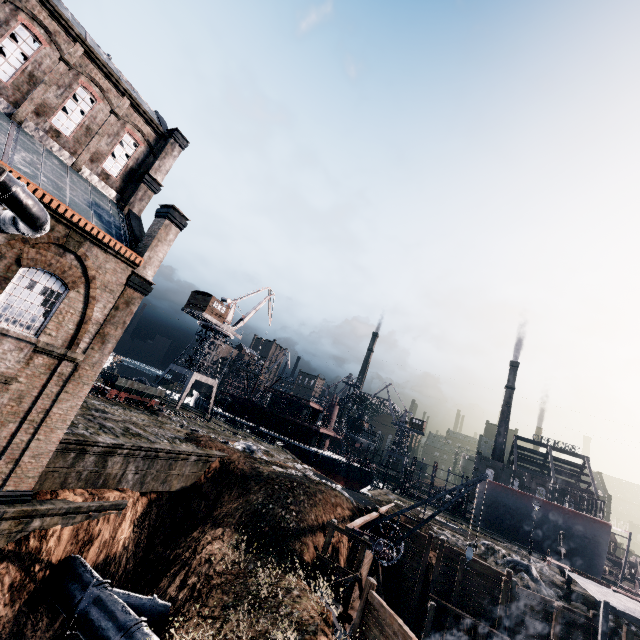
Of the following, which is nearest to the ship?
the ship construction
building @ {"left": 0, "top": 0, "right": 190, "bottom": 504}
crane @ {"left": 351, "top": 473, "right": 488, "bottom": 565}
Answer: the ship construction

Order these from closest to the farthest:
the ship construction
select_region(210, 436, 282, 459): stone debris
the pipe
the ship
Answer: the pipe < select_region(210, 436, 282, 459): stone debris < the ship construction < the ship

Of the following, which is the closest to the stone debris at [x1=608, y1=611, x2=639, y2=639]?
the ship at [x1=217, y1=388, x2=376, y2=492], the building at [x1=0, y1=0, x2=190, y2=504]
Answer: the ship at [x1=217, y1=388, x2=376, y2=492]

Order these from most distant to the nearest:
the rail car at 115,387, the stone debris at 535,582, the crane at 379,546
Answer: the rail car at 115,387, the stone debris at 535,582, the crane at 379,546

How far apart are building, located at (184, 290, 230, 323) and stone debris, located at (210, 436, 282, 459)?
23.26m

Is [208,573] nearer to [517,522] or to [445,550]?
[445,550]

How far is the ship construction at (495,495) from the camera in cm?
4119

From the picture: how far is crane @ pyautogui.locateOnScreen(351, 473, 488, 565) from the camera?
18.8 meters
